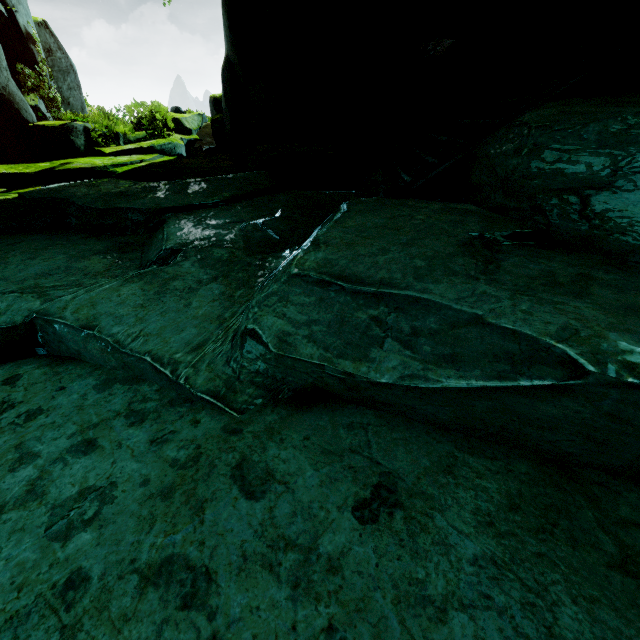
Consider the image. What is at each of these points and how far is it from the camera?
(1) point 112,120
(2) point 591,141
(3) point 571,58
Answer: (1) plant, 9.92m
(2) rock, 2.07m
(3) stair, 4.59m

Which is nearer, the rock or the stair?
the rock

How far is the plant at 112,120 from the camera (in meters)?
8.48

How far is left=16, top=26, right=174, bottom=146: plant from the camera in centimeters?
848cm

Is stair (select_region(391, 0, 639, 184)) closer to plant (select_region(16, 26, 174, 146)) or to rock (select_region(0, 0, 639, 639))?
rock (select_region(0, 0, 639, 639))

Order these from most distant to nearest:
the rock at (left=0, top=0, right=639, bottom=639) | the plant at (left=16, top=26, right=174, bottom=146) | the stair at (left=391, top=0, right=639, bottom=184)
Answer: the plant at (left=16, top=26, right=174, bottom=146) → the stair at (left=391, top=0, right=639, bottom=184) → the rock at (left=0, top=0, right=639, bottom=639)

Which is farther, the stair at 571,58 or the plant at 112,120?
the plant at 112,120
